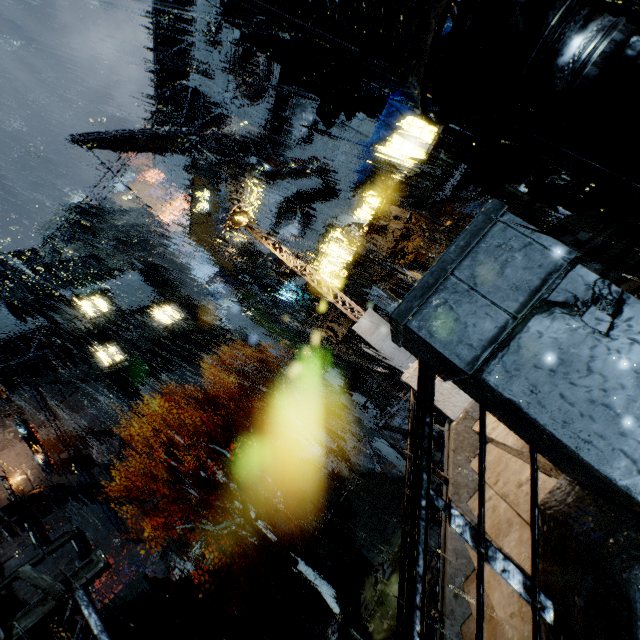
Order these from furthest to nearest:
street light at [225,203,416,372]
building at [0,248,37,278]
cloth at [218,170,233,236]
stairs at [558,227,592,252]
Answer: building at [0,248,37,278]
cloth at [218,170,233,236]
stairs at [558,227,592,252]
street light at [225,203,416,372]

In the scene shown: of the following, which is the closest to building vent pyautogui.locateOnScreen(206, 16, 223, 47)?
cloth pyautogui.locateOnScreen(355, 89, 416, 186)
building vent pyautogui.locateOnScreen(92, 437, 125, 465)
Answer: cloth pyautogui.locateOnScreen(355, 89, 416, 186)

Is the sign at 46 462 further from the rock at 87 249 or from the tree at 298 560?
the tree at 298 560

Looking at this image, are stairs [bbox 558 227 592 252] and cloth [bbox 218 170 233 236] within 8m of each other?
no

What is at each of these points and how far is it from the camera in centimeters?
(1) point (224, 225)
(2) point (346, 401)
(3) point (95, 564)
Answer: (1) cloth, 3331cm
(2) street light, 2089cm
(3) building, 815cm

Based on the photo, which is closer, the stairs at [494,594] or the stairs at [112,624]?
A: the stairs at [494,594]

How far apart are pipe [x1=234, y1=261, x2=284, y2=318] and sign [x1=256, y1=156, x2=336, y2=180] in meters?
18.3

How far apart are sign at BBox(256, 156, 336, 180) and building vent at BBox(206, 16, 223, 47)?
14.7m
